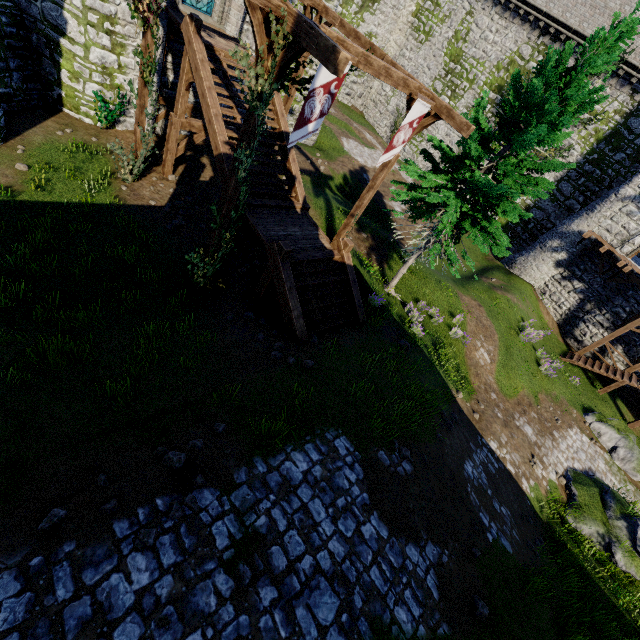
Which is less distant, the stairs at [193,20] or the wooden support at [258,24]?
the wooden support at [258,24]

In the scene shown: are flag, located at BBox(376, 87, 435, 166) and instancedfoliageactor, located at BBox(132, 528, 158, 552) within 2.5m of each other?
no

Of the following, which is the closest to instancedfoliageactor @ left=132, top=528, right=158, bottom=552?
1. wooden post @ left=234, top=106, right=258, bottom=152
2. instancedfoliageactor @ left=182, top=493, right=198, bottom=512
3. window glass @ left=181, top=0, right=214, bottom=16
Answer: instancedfoliageactor @ left=182, top=493, right=198, bottom=512

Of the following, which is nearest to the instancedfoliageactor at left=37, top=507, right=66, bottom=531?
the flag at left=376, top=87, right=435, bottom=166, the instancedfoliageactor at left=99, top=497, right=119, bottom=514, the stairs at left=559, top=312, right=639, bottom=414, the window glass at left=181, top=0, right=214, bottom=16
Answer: the instancedfoliageactor at left=99, top=497, right=119, bottom=514

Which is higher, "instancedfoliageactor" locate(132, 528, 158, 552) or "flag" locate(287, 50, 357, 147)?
"flag" locate(287, 50, 357, 147)

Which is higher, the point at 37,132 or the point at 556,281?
the point at 556,281

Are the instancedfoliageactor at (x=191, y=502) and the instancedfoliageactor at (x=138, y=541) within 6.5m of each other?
yes

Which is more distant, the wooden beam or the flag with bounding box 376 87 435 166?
the flag with bounding box 376 87 435 166
